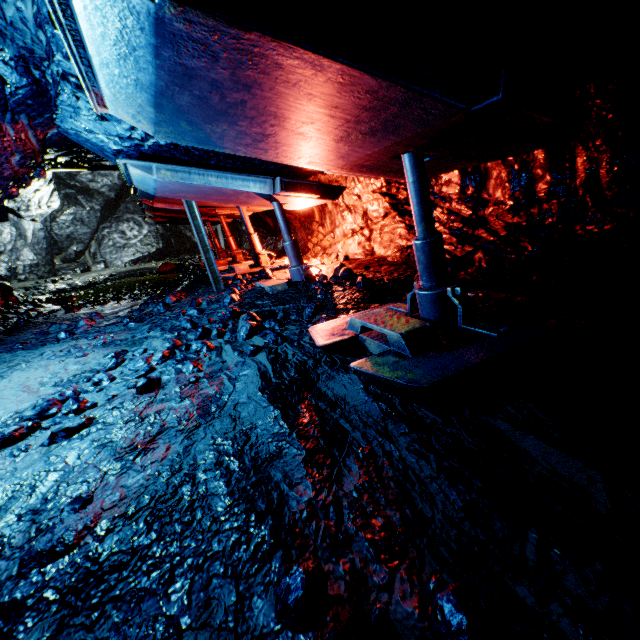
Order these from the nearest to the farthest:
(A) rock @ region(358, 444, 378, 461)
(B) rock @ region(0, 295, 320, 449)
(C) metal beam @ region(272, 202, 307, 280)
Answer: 1. (A) rock @ region(358, 444, 378, 461)
2. (B) rock @ region(0, 295, 320, 449)
3. (C) metal beam @ region(272, 202, 307, 280)

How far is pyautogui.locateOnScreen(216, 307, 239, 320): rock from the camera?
4.5m

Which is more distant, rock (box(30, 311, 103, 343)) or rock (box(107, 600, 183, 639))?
rock (box(30, 311, 103, 343))

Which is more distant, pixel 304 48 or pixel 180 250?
pixel 180 250

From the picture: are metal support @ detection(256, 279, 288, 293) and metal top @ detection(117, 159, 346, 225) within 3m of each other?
yes

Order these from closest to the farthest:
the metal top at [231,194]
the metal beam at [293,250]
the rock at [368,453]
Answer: the rock at [368,453]
the metal top at [231,194]
the metal beam at [293,250]

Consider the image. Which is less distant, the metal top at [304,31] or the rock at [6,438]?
the metal top at [304,31]

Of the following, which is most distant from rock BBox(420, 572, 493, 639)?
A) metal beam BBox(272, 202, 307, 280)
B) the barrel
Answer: the barrel
